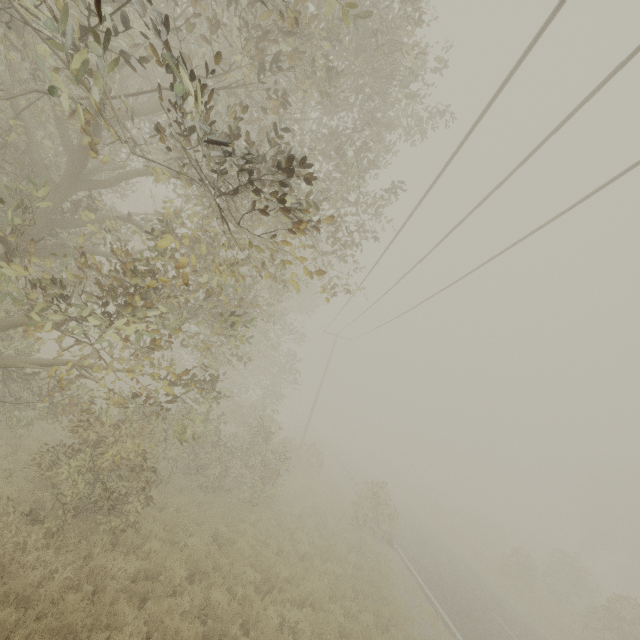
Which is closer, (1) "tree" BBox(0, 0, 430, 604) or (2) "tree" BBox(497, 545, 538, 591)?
(1) "tree" BBox(0, 0, 430, 604)

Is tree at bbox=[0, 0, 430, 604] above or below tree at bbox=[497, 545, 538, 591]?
above

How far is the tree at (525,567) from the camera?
22.9 meters

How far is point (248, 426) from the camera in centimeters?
1524cm

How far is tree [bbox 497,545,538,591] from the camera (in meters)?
22.91

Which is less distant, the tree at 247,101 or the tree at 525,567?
the tree at 247,101
